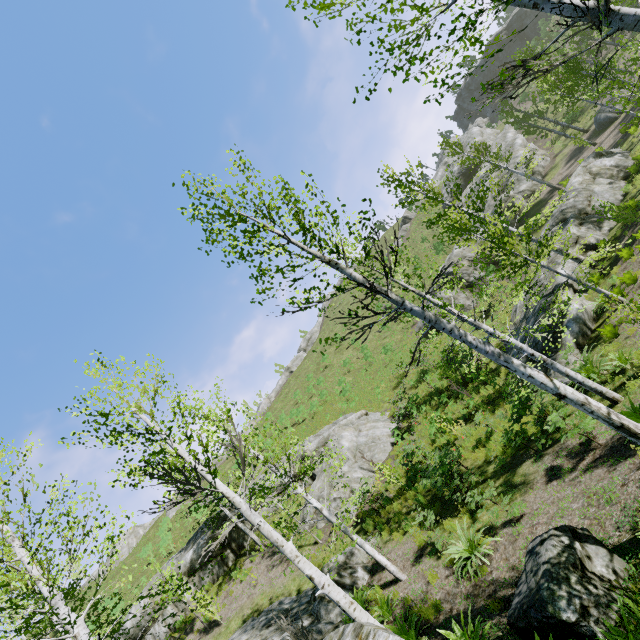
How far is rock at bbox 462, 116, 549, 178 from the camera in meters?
32.1

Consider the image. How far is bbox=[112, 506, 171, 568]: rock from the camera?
39.4m

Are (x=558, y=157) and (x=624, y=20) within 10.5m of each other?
no

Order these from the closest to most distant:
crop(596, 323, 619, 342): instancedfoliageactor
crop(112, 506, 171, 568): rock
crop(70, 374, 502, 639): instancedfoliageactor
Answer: crop(70, 374, 502, 639): instancedfoliageactor < crop(596, 323, 619, 342): instancedfoliageactor < crop(112, 506, 171, 568): rock

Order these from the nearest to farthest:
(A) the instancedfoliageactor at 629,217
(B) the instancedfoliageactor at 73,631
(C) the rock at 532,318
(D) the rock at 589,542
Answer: (D) the rock at 589,542 < (B) the instancedfoliageactor at 73,631 < (A) the instancedfoliageactor at 629,217 < (C) the rock at 532,318

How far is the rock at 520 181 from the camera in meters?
30.0 m

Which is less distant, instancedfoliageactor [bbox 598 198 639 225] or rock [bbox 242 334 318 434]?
instancedfoliageactor [bbox 598 198 639 225]

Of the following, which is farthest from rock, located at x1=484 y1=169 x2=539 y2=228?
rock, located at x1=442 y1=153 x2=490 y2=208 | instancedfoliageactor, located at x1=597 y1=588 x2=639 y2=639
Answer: instancedfoliageactor, located at x1=597 y1=588 x2=639 y2=639
